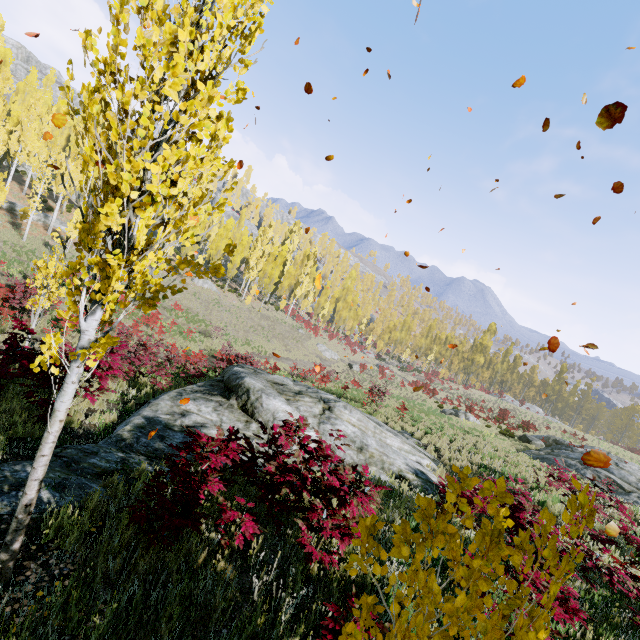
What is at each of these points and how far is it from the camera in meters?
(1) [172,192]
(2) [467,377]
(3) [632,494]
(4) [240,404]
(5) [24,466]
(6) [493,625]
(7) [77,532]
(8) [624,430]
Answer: (1) instancedfoliageactor, 2.5 m
(2) instancedfoliageactor, 59.5 m
(3) rock, 14.8 m
(4) rock, 9.2 m
(5) rock, 4.5 m
(6) instancedfoliageactor, 1.7 m
(7) instancedfoliageactor, 3.5 m
(8) instancedfoliageactor, 55.7 m

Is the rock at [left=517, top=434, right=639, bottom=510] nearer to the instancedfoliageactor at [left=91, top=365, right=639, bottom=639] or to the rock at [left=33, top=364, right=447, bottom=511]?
the rock at [left=33, top=364, right=447, bottom=511]

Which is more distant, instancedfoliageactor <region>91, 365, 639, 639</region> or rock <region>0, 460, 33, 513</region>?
rock <region>0, 460, 33, 513</region>

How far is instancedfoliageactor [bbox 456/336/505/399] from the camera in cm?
5291

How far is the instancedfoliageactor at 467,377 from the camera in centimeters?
5291cm

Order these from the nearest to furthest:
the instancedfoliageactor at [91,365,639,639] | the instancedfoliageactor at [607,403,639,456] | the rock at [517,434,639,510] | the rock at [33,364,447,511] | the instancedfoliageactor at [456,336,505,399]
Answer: the instancedfoliageactor at [91,365,639,639] < the rock at [33,364,447,511] < the rock at [517,434,639,510] < the instancedfoliageactor at [607,403,639,456] < the instancedfoliageactor at [456,336,505,399]

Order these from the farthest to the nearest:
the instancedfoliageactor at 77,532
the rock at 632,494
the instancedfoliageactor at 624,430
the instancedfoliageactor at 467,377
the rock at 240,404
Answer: the instancedfoliageactor at 467,377
the instancedfoliageactor at 624,430
the rock at 632,494
the rock at 240,404
the instancedfoliageactor at 77,532

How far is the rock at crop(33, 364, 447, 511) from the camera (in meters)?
4.96
